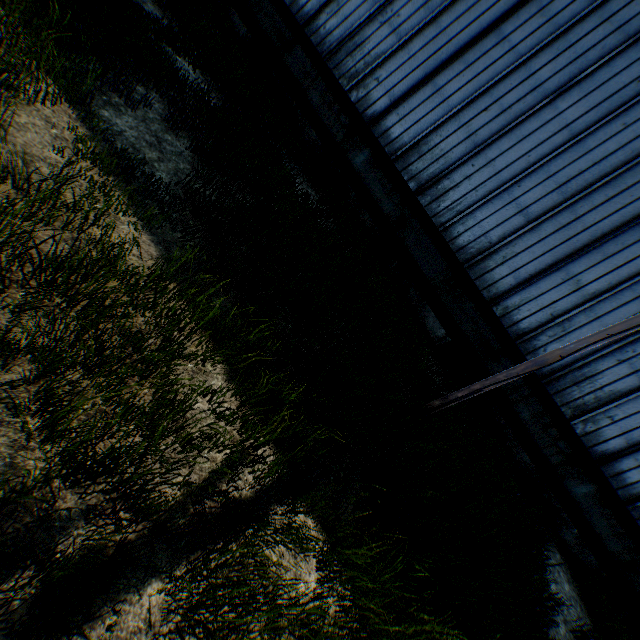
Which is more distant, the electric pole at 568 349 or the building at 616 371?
the building at 616 371

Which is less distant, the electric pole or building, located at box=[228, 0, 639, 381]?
the electric pole

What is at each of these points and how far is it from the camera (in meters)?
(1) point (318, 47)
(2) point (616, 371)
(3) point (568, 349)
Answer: (1) building, 11.16
(2) building, 9.56
(3) electric pole, 5.45
